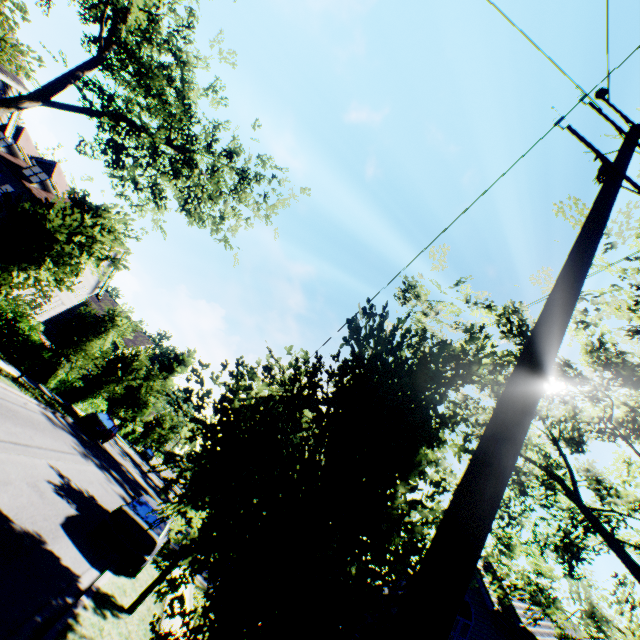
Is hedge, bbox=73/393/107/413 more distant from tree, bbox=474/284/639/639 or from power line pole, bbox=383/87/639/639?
power line pole, bbox=383/87/639/639

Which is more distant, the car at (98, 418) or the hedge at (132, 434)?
the hedge at (132, 434)

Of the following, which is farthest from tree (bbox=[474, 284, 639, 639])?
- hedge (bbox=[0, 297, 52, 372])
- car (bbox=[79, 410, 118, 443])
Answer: car (bbox=[79, 410, 118, 443])

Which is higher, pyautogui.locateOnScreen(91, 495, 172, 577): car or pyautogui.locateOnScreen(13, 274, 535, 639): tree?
pyautogui.locateOnScreen(13, 274, 535, 639): tree

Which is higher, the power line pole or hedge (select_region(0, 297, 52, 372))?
the power line pole

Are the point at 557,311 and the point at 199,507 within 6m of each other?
yes

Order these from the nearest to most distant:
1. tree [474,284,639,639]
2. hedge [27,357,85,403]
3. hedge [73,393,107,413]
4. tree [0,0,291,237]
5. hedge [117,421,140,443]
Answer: tree [474,284,639,639] < tree [0,0,291,237] < hedge [27,357,85,403] < hedge [73,393,107,413] < hedge [117,421,140,443]

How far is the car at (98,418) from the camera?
23.6 meters
